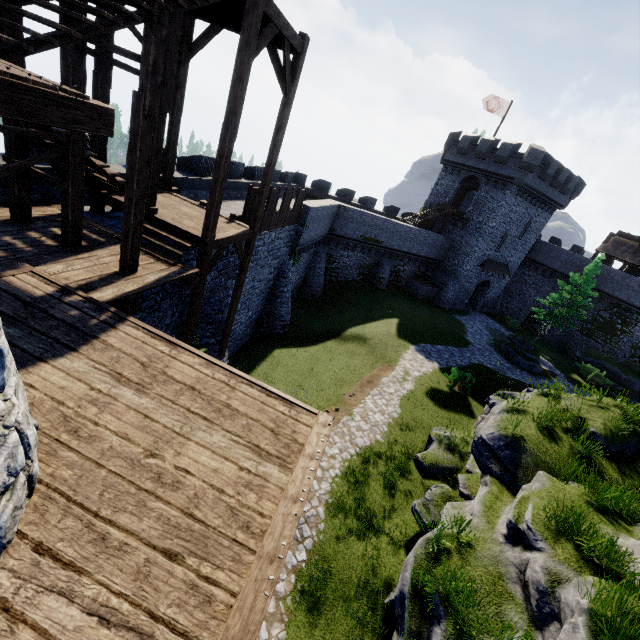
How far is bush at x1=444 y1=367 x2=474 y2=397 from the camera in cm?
1950

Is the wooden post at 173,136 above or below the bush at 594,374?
above

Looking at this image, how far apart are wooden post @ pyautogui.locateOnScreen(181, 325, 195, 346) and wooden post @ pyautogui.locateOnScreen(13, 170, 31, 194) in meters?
5.0

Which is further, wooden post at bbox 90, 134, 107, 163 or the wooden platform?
wooden post at bbox 90, 134, 107, 163

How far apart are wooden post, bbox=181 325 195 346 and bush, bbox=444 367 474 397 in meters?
15.2

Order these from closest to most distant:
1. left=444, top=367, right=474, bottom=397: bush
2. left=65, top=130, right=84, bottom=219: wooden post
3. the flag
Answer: left=65, top=130, right=84, bottom=219: wooden post
left=444, top=367, right=474, bottom=397: bush
the flag

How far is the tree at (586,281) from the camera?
31.05m

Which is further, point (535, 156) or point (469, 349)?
point (535, 156)
